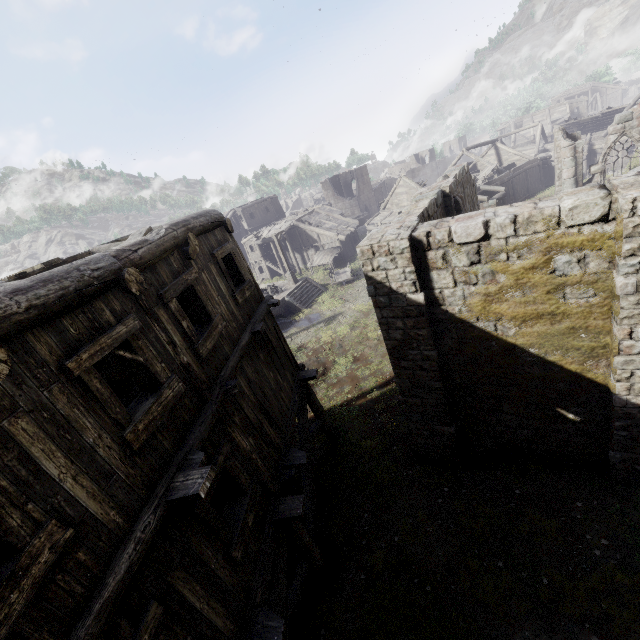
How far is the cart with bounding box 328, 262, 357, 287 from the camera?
28.9m

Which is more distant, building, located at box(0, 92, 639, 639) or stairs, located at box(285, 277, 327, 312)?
stairs, located at box(285, 277, 327, 312)

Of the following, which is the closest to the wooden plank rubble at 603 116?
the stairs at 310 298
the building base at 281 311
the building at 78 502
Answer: the building at 78 502

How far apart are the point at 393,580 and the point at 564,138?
24.14m

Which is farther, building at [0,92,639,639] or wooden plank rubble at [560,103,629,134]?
wooden plank rubble at [560,103,629,134]

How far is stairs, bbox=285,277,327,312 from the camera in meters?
26.9

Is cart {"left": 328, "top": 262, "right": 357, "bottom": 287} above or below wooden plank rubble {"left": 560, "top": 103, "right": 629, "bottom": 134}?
below

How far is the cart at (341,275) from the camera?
28.9m
